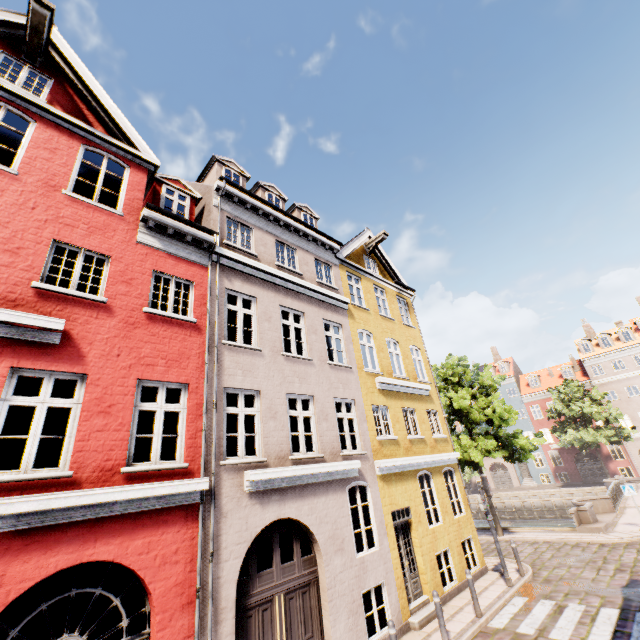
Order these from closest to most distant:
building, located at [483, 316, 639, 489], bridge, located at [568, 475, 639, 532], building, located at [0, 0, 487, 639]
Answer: building, located at [0, 0, 487, 639], bridge, located at [568, 475, 639, 532], building, located at [483, 316, 639, 489]

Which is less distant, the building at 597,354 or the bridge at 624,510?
the bridge at 624,510

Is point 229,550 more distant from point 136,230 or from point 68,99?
point 68,99

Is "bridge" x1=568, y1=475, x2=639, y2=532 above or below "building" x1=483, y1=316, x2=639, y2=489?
below

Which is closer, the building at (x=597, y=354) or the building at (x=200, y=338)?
the building at (x=200, y=338)

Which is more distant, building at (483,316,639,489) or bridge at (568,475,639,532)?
building at (483,316,639,489)
